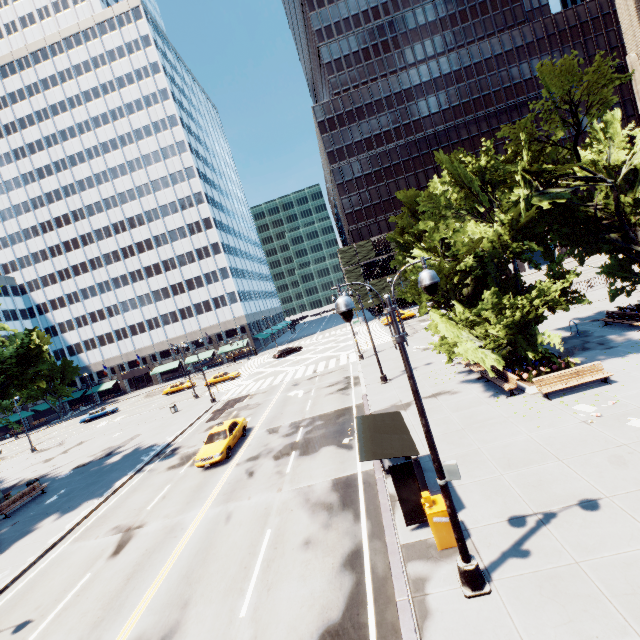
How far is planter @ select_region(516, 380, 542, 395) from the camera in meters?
15.1 m

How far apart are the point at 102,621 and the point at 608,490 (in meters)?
15.44

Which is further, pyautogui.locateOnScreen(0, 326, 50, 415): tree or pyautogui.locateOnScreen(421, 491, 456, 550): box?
pyautogui.locateOnScreen(0, 326, 50, 415): tree

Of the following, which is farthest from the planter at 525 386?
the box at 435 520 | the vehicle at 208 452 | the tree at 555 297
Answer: the vehicle at 208 452

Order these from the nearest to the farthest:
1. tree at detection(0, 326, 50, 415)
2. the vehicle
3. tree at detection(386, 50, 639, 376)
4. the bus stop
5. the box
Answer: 1. the box
2. the bus stop
3. tree at detection(386, 50, 639, 376)
4. the vehicle
5. tree at detection(0, 326, 50, 415)

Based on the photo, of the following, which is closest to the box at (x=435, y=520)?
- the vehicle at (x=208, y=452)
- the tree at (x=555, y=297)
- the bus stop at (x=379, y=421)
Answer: the bus stop at (x=379, y=421)

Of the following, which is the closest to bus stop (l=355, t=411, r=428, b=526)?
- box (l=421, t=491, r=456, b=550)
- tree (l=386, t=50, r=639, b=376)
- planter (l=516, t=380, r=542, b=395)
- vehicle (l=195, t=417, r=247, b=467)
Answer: box (l=421, t=491, r=456, b=550)

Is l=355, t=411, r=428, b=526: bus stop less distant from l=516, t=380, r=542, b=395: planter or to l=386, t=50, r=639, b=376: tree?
l=386, t=50, r=639, b=376: tree
